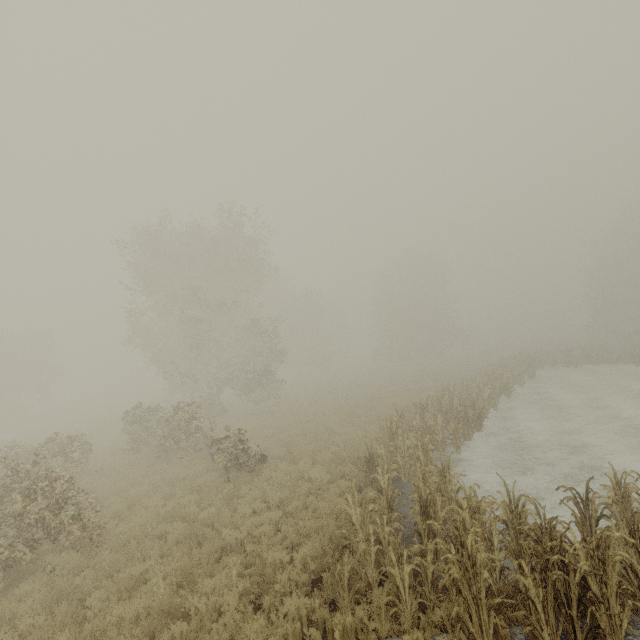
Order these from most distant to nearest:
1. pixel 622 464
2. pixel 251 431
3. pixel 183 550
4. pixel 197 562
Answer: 1. pixel 251 431
2. pixel 622 464
3. pixel 183 550
4. pixel 197 562
